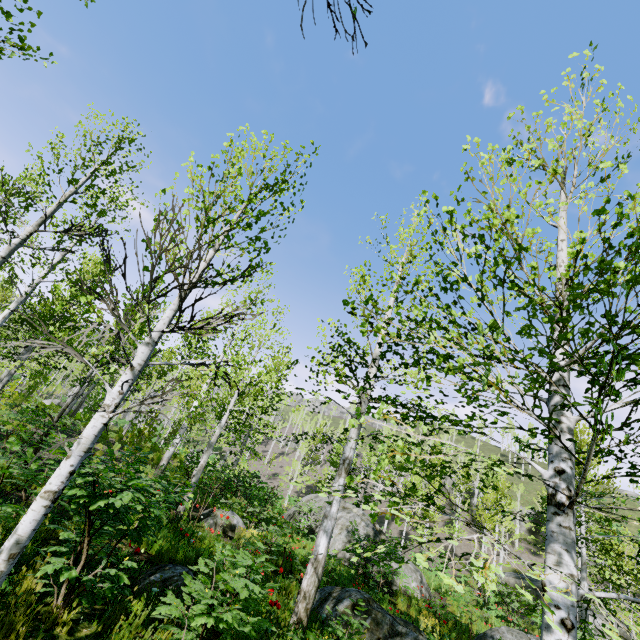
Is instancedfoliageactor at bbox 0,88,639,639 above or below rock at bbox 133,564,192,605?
above

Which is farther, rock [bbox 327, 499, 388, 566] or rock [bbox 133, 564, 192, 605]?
rock [bbox 327, 499, 388, 566]

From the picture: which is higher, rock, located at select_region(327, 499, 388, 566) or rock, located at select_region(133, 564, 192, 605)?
rock, located at select_region(327, 499, 388, 566)

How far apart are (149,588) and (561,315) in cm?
630

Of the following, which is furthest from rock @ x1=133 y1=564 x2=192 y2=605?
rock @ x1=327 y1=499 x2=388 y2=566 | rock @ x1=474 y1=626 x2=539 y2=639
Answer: rock @ x1=327 y1=499 x2=388 y2=566

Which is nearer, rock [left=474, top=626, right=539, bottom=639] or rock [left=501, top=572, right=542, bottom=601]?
rock [left=474, top=626, right=539, bottom=639]

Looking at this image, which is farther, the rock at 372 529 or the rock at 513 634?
the rock at 372 529

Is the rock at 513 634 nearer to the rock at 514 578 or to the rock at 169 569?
the rock at 169 569
